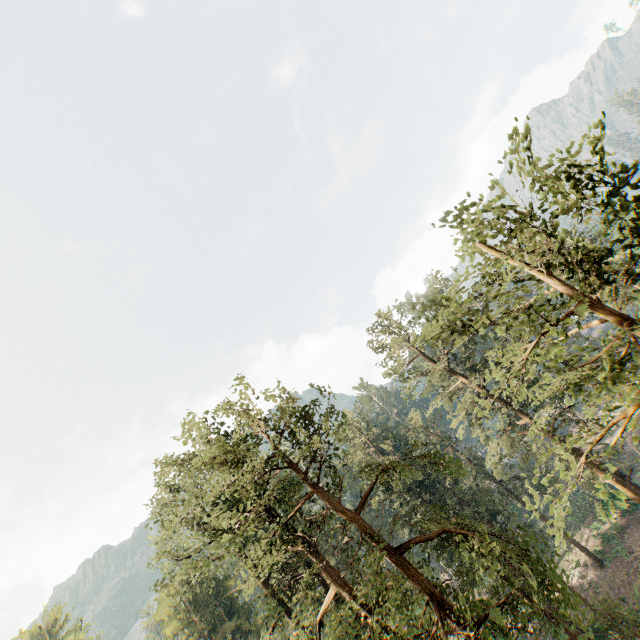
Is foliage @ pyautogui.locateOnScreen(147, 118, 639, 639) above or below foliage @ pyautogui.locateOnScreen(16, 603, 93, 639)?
below

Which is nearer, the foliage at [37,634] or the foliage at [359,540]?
the foliage at [359,540]

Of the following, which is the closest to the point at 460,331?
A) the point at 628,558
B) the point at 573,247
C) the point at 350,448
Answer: the point at 573,247

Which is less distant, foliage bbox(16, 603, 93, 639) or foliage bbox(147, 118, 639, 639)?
foliage bbox(147, 118, 639, 639)

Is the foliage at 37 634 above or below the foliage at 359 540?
above
